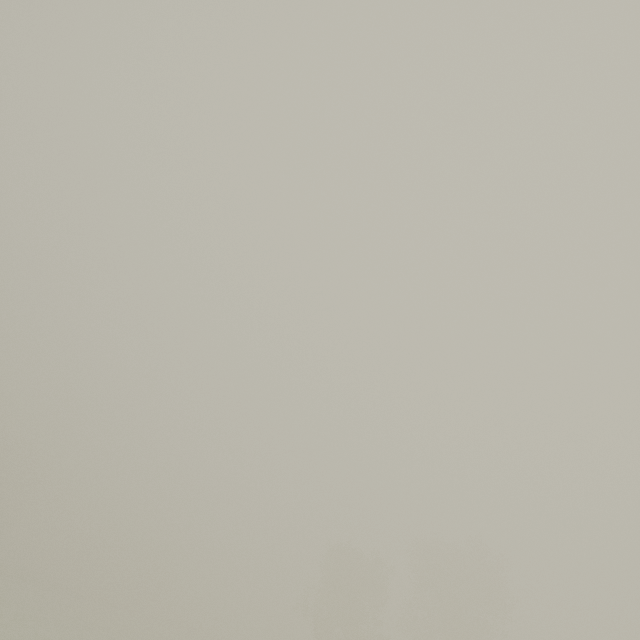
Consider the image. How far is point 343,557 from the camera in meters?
39.9 m
